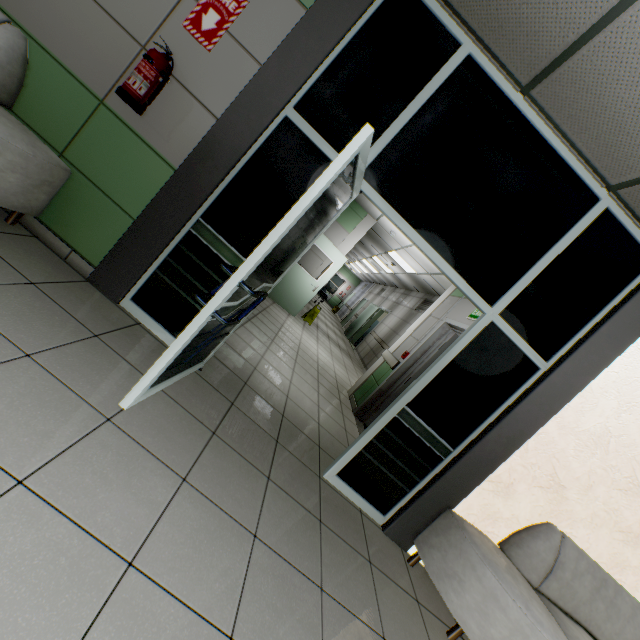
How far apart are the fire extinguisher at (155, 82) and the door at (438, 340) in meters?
3.8

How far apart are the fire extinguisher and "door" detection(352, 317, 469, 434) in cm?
381

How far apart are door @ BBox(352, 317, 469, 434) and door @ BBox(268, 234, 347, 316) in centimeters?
317cm

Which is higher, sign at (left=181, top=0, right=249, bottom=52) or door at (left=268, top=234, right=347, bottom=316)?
sign at (left=181, top=0, right=249, bottom=52)

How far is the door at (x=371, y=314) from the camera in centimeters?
1294cm

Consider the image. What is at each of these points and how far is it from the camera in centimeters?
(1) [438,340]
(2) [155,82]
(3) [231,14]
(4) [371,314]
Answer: (1) door, 505cm
(2) fire extinguisher, 224cm
(3) sign, 231cm
(4) door, 1450cm

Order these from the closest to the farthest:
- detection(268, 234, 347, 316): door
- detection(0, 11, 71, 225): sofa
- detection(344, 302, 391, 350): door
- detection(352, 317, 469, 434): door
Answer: detection(0, 11, 71, 225): sofa
detection(352, 317, 469, 434): door
detection(268, 234, 347, 316): door
detection(344, 302, 391, 350): door

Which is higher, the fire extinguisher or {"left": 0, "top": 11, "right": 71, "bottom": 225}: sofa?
the fire extinguisher
